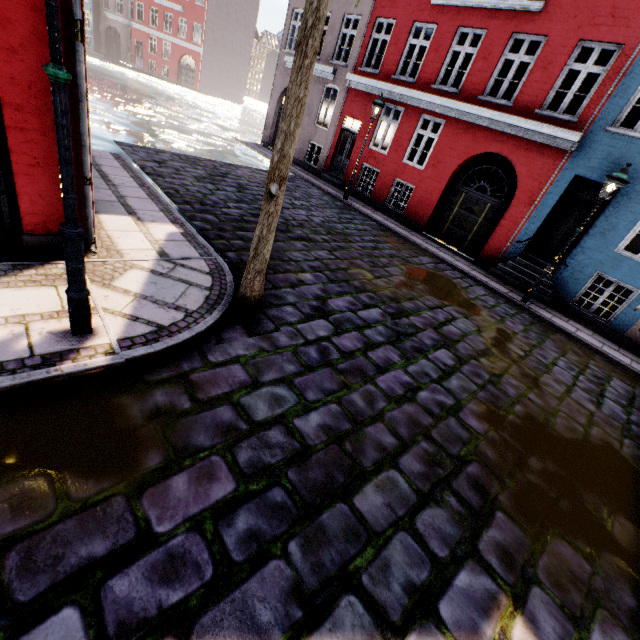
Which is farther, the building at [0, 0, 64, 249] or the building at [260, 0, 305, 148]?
the building at [260, 0, 305, 148]

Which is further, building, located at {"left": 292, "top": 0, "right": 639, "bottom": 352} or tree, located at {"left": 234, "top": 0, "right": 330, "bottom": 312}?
building, located at {"left": 292, "top": 0, "right": 639, "bottom": 352}

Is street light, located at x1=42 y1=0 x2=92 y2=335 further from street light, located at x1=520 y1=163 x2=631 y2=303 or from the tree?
street light, located at x1=520 y1=163 x2=631 y2=303

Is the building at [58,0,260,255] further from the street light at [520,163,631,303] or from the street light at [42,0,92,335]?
the street light at [42,0,92,335]

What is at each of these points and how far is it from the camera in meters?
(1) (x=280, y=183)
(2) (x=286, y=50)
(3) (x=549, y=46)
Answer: (1) tree, 3.7 m
(2) building, 17.1 m
(3) building, 9.4 m

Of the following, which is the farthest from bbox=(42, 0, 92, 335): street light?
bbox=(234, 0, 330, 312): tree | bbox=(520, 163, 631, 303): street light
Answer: bbox=(520, 163, 631, 303): street light

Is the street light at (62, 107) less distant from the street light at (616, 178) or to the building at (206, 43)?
the building at (206, 43)

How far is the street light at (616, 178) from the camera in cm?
754
